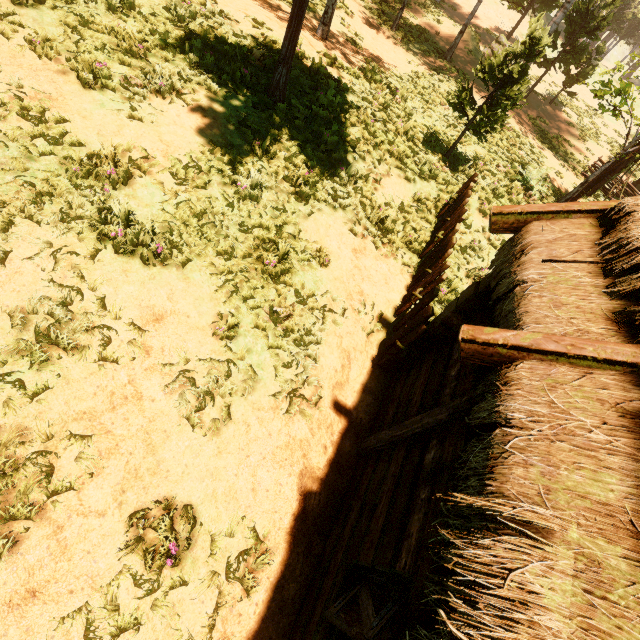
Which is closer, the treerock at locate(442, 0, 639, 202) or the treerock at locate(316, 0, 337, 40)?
the treerock at locate(442, 0, 639, 202)

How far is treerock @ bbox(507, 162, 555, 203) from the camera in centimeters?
1070cm

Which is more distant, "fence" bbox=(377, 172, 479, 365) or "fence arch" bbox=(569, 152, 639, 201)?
"fence arch" bbox=(569, 152, 639, 201)

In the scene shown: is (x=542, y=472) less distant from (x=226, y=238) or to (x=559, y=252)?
(x=559, y=252)

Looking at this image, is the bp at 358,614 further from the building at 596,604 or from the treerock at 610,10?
the treerock at 610,10

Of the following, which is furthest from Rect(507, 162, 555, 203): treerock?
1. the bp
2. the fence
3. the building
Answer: the bp

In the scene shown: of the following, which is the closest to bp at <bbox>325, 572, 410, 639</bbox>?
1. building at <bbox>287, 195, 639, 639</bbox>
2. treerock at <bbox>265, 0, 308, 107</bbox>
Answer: building at <bbox>287, 195, 639, 639</bbox>

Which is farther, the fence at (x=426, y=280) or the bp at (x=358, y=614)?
the fence at (x=426, y=280)
